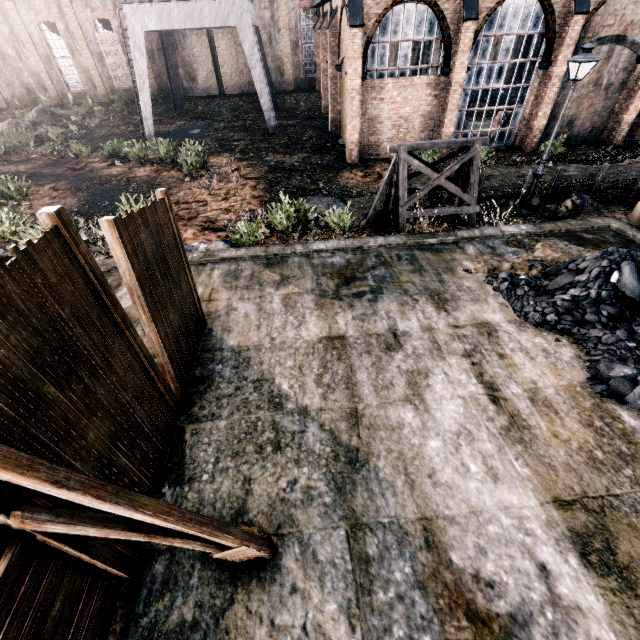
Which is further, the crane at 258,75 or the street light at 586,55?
the crane at 258,75

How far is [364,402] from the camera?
5.5m

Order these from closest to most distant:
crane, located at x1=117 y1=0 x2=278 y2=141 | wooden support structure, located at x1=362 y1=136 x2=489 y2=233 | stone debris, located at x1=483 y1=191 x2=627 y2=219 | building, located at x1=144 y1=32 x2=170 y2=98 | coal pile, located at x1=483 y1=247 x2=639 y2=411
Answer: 1. coal pile, located at x1=483 y1=247 x2=639 y2=411
2. wooden support structure, located at x1=362 y1=136 x2=489 y2=233
3. stone debris, located at x1=483 y1=191 x2=627 y2=219
4. crane, located at x1=117 y1=0 x2=278 y2=141
5. building, located at x1=144 y1=32 x2=170 y2=98

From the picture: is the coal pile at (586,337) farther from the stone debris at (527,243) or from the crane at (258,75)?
the crane at (258,75)

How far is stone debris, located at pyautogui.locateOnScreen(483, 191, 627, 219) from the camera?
13.9 meters

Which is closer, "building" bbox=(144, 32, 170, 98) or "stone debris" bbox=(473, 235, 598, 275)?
"stone debris" bbox=(473, 235, 598, 275)

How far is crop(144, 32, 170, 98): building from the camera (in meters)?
31.14

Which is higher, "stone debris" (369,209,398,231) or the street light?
the street light
